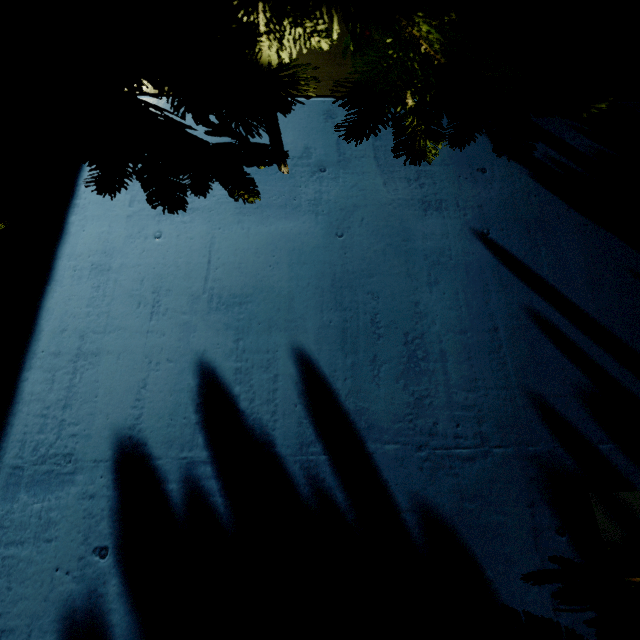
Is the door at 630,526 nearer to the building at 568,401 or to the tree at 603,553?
the building at 568,401

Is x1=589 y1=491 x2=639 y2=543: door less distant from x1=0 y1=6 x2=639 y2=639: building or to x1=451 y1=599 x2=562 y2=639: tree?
x1=0 y1=6 x2=639 y2=639: building

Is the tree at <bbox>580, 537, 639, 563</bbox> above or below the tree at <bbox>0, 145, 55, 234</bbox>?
below

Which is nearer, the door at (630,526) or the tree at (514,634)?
the tree at (514,634)

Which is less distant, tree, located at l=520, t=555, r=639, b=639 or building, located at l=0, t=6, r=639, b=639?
tree, located at l=520, t=555, r=639, b=639

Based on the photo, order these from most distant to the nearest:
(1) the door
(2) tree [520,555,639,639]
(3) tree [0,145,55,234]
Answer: (1) the door → (3) tree [0,145,55,234] → (2) tree [520,555,639,639]

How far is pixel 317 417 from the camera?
1.50m
